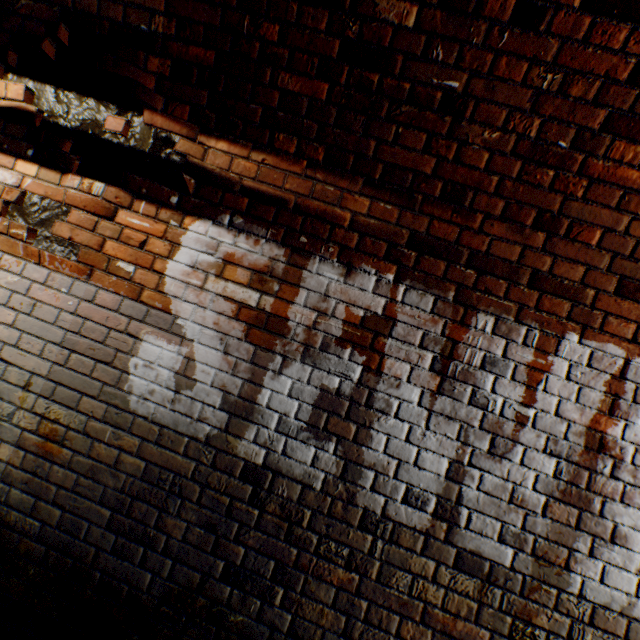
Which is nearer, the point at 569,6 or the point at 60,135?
the point at 569,6
